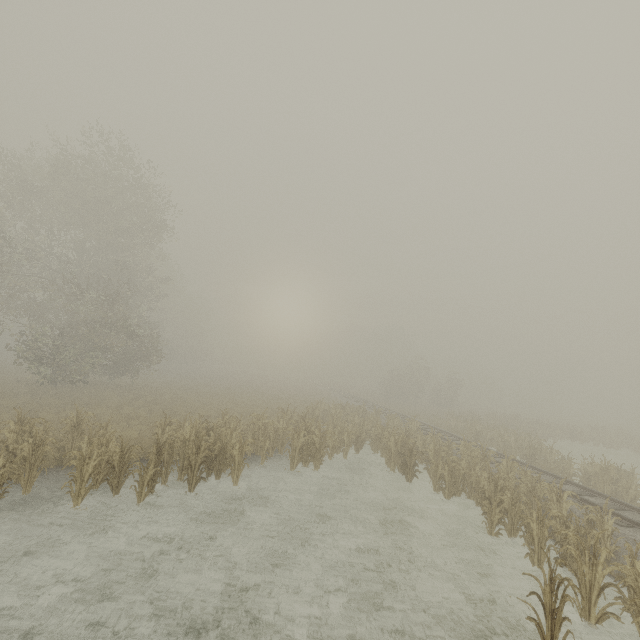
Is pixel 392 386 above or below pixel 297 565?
above
